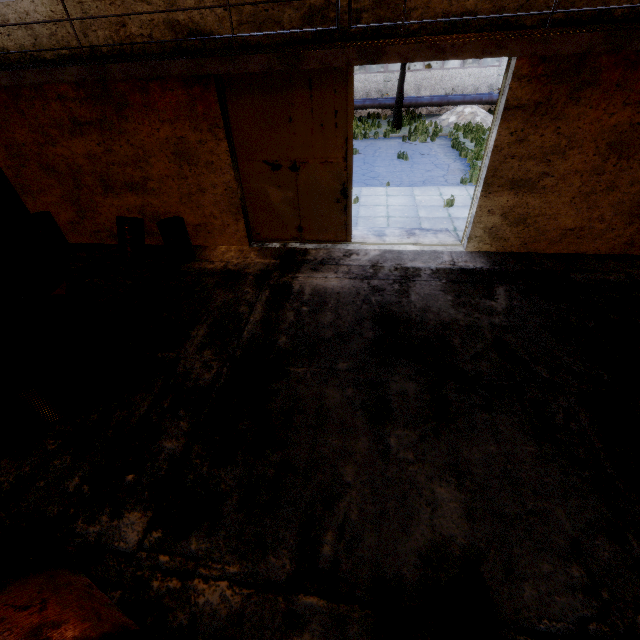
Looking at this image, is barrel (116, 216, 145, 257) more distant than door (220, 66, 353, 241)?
Yes

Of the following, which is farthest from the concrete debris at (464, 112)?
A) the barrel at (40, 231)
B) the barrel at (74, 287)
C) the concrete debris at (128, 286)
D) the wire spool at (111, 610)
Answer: the wire spool at (111, 610)

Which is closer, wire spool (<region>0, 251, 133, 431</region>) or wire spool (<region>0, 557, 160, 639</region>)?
wire spool (<region>0, 557, 160, 639</region>)

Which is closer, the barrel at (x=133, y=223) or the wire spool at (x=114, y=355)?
the wire spool at (x=114, y=355)

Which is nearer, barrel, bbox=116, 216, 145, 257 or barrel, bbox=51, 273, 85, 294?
barrel, bbox=51, 273, 85, 294

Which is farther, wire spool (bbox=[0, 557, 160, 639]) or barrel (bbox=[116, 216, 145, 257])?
barrel (bbox=[116, 216, 145, 257])

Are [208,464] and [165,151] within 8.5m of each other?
yes

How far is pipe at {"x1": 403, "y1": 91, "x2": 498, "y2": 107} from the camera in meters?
22.3
